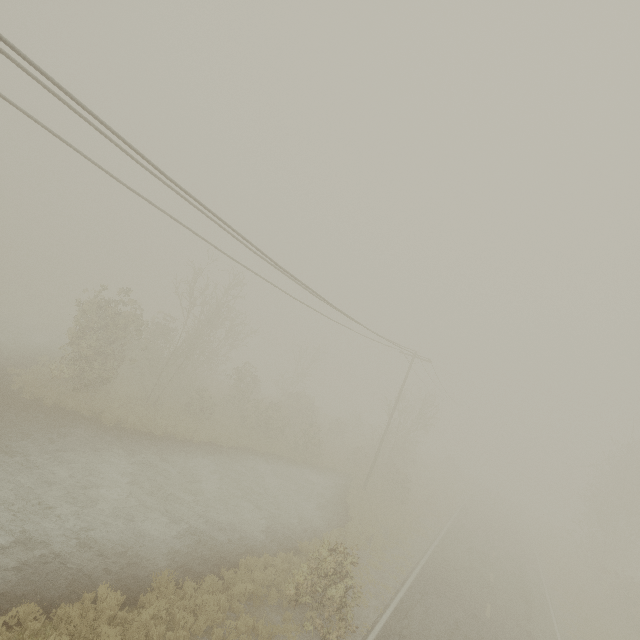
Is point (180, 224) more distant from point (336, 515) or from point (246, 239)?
point (336, 515)

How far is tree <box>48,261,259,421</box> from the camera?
18.98m

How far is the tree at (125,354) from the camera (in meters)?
18.98
